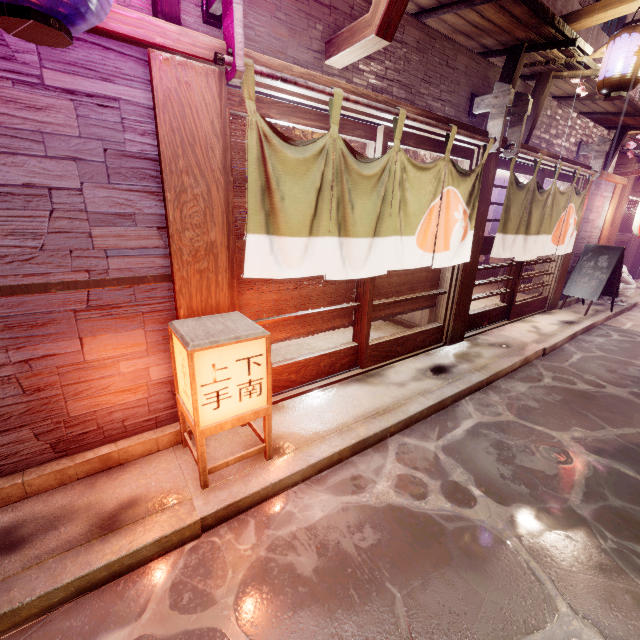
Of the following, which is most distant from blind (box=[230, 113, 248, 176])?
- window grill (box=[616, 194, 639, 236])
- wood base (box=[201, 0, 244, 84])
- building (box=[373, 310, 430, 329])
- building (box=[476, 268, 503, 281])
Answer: window grill (box=[616, 194, 639, 236])

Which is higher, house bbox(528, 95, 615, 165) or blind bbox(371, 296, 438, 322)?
house bbox(528, 95, 615, 165)

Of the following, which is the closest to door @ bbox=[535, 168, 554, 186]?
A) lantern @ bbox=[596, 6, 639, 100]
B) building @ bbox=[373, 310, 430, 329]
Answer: building @ bbox=[373, 310, 430, 329]

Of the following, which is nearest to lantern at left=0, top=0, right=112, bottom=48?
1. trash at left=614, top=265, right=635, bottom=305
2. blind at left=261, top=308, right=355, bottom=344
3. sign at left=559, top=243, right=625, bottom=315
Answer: blind at left=261, top=308, right=355, bottom=344

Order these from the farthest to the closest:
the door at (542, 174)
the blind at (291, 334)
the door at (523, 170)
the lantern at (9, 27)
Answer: the door at (542, 174) → the door at (523, 170) → the blind at (291, 334) → the lantern at (9, 27)

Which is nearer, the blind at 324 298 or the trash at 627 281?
the blind at 324 298

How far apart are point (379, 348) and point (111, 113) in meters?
6.3 m

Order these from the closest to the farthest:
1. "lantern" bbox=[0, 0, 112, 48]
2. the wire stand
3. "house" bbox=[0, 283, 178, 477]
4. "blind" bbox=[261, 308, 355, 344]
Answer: "lantern" bbox=[0, 0, 112, 48]
"house" bbox=[0, 283, 178, 477]
the wire stand
"blind" bbox=[261, 308, 355, 344]
